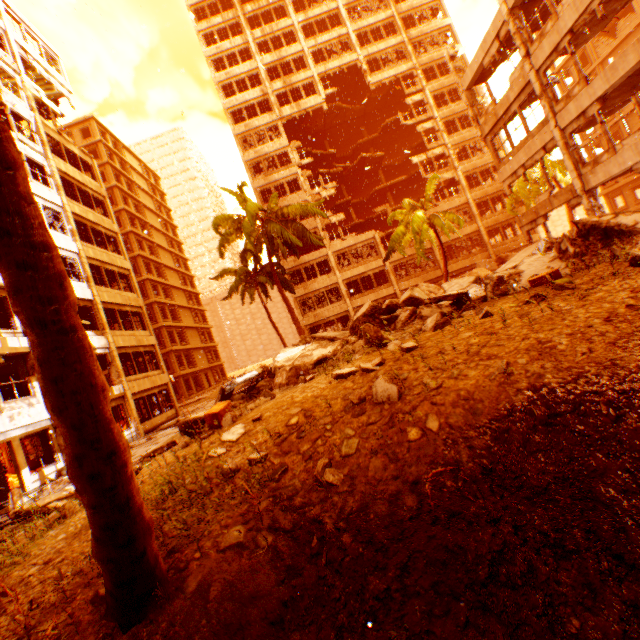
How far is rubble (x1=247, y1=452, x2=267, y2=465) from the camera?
4.2 meters

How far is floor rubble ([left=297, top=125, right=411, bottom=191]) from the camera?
35.75m

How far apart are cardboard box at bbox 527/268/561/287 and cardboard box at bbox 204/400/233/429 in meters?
6.8

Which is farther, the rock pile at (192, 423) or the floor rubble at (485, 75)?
the floor rubble at (485, 75)

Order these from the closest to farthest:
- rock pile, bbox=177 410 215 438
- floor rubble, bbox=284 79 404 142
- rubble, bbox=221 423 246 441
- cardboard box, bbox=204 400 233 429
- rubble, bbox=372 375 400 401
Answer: rubble, bbox=372 375 400 401
rubble, bbox=221 423 246 441
rock pile, bbox=177 410 215 438
cardboard box, bbox=204 400 233 429
floor rubble, bbox=284 79 404 142

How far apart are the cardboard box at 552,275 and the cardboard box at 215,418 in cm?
679

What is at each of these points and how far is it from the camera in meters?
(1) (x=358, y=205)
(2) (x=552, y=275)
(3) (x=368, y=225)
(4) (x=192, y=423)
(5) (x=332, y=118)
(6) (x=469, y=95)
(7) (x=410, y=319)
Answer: (1) floor rubble, 40.4
(2) cardboard box, 6.7
(3) floor rubble, 39.6
(4) rock pile, 8.1
(5) floor rubble, 36.5
(6) pillar, 19.9
(7) rock pile, 10.0
